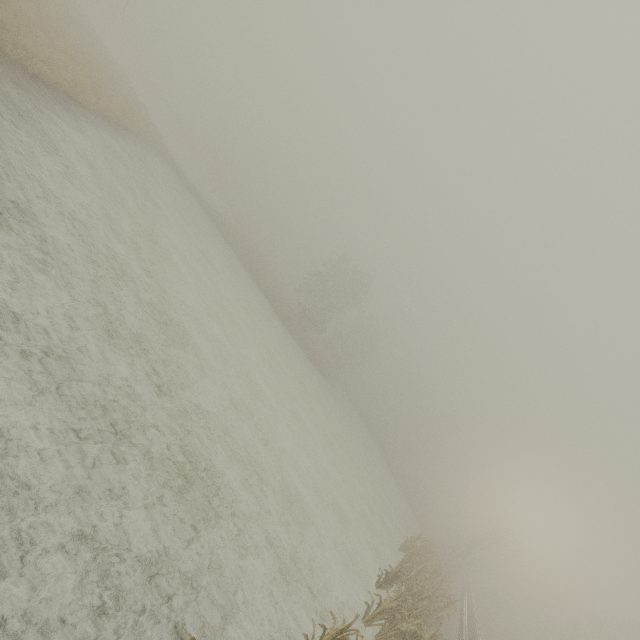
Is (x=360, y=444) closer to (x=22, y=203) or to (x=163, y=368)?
(x=163, y=368)

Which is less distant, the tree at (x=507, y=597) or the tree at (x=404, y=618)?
the tree at (x=404, y=618)

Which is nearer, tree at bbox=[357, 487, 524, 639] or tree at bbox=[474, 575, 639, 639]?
tree at bbox=[357, 487, 524, 639]
